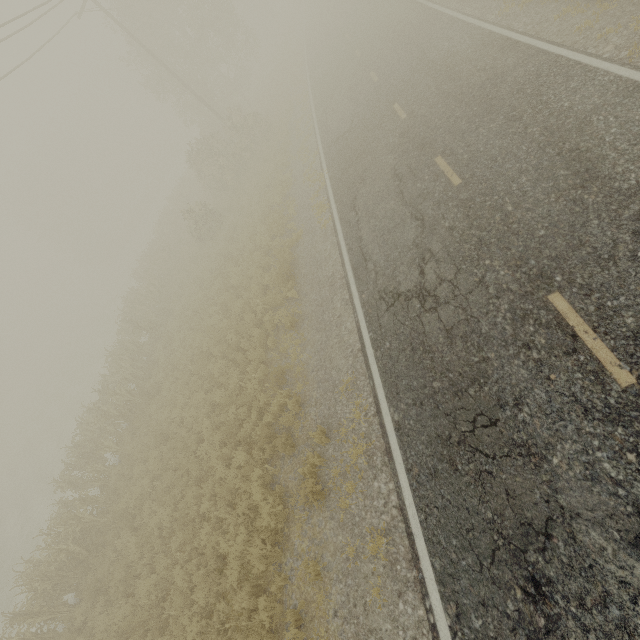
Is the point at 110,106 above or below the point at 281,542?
above
